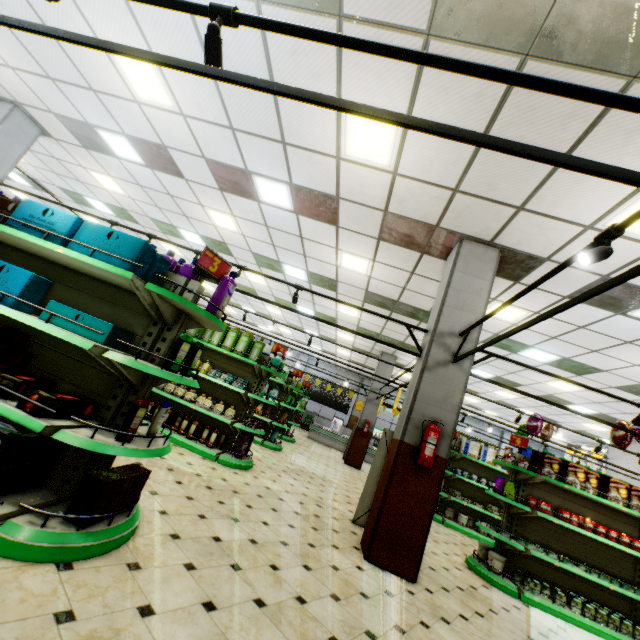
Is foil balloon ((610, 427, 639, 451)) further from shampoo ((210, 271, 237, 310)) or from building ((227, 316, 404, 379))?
shampoo ((210, 271, 237, 310))

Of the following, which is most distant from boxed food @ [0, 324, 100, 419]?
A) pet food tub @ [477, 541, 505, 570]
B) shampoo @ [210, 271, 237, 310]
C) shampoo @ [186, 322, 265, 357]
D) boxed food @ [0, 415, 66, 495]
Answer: pet food tub @ [477, 541, 505, 570]

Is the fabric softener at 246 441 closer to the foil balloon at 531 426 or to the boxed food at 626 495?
the boxed food at 626 495

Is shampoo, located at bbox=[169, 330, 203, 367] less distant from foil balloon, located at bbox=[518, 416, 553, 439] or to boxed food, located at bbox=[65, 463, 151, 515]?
boxed food, located at bbox=[65, 463, 151, 515]

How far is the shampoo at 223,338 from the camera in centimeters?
652cm

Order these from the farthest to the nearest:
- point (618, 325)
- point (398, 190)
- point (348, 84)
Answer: point (618, 325), point (398, 190), point (348, 84)

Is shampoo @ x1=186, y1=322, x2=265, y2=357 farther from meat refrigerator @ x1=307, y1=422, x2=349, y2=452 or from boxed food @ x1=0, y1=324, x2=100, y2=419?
meat refrigerator @ x1=307, y1=422, x2=349, y2=452

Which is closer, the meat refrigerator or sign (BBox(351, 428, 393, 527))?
sign (BBox(351, 428, 393, 527))
